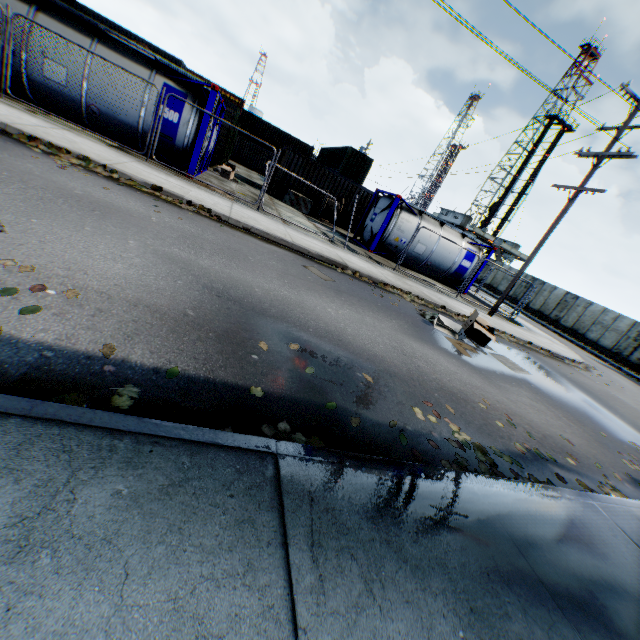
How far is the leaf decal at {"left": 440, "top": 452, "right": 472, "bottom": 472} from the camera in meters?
3.2 m

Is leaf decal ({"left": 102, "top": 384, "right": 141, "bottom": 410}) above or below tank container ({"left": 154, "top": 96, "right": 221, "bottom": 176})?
below

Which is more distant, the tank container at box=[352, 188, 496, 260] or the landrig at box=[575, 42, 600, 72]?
the landrig at box=[575, 42, 600, 72]

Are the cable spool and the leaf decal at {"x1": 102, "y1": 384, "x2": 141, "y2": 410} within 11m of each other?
no

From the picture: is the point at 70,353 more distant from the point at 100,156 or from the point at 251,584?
the point at 100,156

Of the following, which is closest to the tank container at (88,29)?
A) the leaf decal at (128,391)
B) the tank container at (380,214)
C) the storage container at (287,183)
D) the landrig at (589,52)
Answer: A: the storage container at (287,183)

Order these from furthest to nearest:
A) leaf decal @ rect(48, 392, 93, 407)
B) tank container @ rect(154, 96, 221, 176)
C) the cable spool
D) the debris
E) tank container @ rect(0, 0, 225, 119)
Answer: the cable spool → the debris → tank container @ rect(154, 96, 221, 176) → tank container @ rect(0, 0, 225, 119) → leaf decal @ rect(48, 392, 93, 407)

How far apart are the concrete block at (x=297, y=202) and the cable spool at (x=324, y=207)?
0.2 meters
